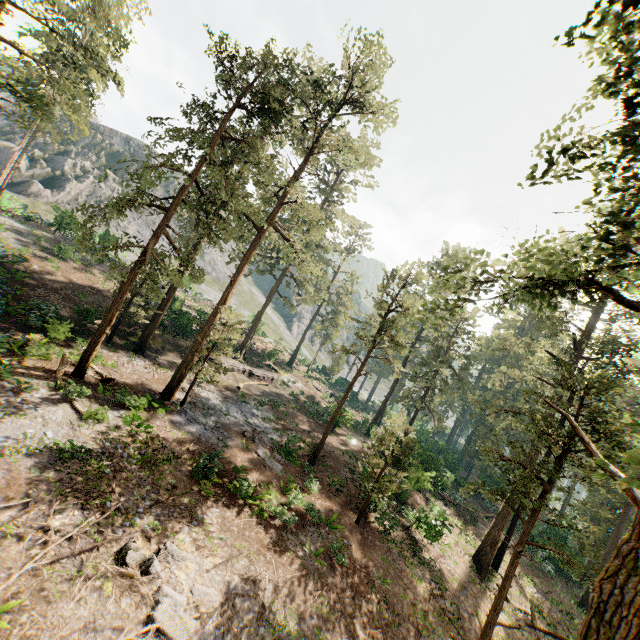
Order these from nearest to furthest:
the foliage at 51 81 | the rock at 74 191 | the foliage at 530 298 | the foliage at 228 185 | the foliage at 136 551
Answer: the foliage at 530 298 → the foliage at 136 551 → the foliage at 51 81 → the foliage at 228 185 → the rock at 74 191

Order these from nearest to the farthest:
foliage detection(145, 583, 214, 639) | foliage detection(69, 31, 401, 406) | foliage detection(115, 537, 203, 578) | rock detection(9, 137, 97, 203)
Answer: foliage detection(145, 583, 214, 639)
foliage detection(115, 537, 203, 578)
foliage detection(69, 31, 401, 406)
rock detection(9, 137, 97, 203)

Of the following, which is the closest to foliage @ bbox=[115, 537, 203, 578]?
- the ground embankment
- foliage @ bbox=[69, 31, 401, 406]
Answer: foliage @ bbox=[69, 31, 401, 406]

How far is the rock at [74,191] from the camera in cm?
5066

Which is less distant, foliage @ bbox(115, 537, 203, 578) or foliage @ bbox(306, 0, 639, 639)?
foliage @ bbox(306, 0, 639, 639)

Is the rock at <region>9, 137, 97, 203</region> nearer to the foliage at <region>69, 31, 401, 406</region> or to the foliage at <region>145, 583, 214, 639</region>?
the foliage at <region>145, 583, 214, 639</region>

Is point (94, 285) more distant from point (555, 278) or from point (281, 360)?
point (555, 278)

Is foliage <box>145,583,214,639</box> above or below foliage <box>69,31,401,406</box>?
below
